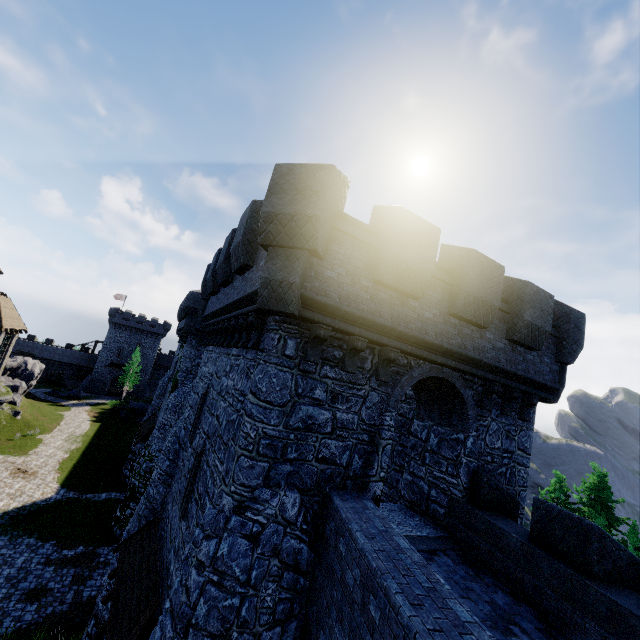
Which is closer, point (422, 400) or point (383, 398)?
point (383, 398)

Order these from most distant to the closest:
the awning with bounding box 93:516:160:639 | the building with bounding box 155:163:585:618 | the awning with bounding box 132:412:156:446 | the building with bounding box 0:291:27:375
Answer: the building with bounding box 0:291:27:375
the awning with bounding box 132:412:156:446
the awning with bounding box 93:516:160:639
the building with bounding box 155:163:585:618

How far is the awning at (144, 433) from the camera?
24.20m

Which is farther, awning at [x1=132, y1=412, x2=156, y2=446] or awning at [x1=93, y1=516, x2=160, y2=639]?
awning at [x1=132, y1=412, x2=156, y2=446]

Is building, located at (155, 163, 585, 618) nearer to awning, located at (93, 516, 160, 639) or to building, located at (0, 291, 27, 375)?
awning, located at (93, 516, 160, 639)

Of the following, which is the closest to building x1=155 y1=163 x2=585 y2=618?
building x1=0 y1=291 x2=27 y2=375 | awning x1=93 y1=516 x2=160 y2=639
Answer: awning x1=93 y1=516 x2=160 y2=639

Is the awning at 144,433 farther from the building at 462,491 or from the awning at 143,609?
the awning at 143,609

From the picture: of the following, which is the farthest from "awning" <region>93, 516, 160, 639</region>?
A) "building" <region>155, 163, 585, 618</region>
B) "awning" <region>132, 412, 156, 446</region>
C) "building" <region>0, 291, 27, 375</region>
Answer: "building" <region>0, 291, 27, 375</region>
